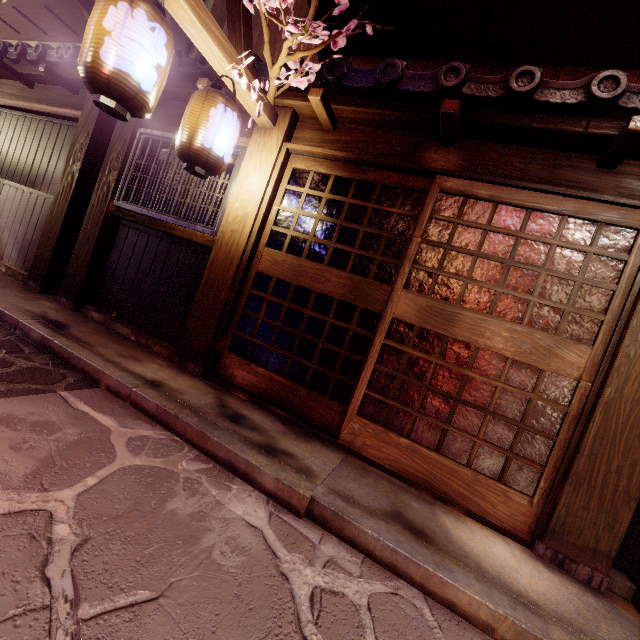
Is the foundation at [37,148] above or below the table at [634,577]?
above

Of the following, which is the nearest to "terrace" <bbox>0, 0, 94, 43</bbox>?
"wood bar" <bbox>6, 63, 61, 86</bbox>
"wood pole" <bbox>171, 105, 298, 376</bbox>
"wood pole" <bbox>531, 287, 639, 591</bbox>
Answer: "wood bar" <bbox>6, 63, 61, 86</bbox>

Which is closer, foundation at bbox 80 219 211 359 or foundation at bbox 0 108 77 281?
foundation at bbox 80 219 211 359

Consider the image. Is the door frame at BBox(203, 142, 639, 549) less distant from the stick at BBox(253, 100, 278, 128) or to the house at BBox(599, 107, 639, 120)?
the stick at BBox(253, 100, 278, 128)

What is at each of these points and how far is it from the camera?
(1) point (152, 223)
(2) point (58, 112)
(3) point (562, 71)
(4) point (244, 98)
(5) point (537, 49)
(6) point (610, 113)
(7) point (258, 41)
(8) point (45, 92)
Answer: (1) wood bar, 7.71m
(2) wood bar, 9.41m
(3) house, 6.71m
(4) stick, 5.93m
(5) terrace, 6.62m
(6) house, 4.64m
(7) house, 9.52m
(8) wood panel, 10.09m

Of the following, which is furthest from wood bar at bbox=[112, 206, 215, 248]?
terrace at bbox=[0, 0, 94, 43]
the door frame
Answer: terrace at bbox=[0, 0, 94, 43]

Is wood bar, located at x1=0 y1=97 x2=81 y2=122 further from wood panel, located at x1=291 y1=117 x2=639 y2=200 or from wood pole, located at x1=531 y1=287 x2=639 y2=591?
wood pole, located at x1=531 y1=287 x2=639 y2=591

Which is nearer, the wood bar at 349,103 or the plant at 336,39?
the plant at 336,39
